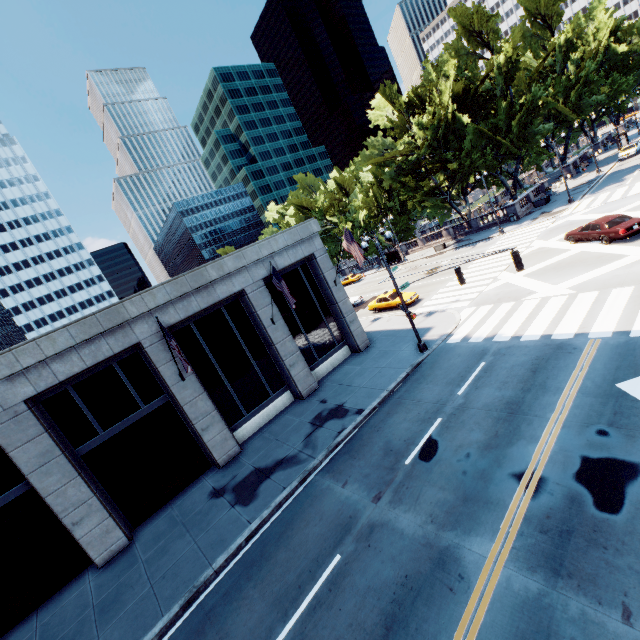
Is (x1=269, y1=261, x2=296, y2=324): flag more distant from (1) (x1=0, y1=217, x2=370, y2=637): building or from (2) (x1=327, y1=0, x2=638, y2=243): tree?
(2) (x1=327, y1=0, x2=638, y2=243): tree

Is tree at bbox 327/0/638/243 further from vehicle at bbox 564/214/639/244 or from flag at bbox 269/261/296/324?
flag at bbox 269/261/296/324

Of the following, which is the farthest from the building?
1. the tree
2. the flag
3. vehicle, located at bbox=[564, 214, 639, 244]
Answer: the tree

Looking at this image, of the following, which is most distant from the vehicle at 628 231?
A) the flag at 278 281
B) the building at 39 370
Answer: the building at 39 370

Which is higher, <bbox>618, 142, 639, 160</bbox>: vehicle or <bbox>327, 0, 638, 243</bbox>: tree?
<bbox>327, 0, 638, 243</bbox>: tree

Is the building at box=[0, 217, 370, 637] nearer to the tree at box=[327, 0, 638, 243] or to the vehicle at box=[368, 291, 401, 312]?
the vehicle at box=[368, 291, 401, 312]

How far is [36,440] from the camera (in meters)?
12.98

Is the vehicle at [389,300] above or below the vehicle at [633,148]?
below
